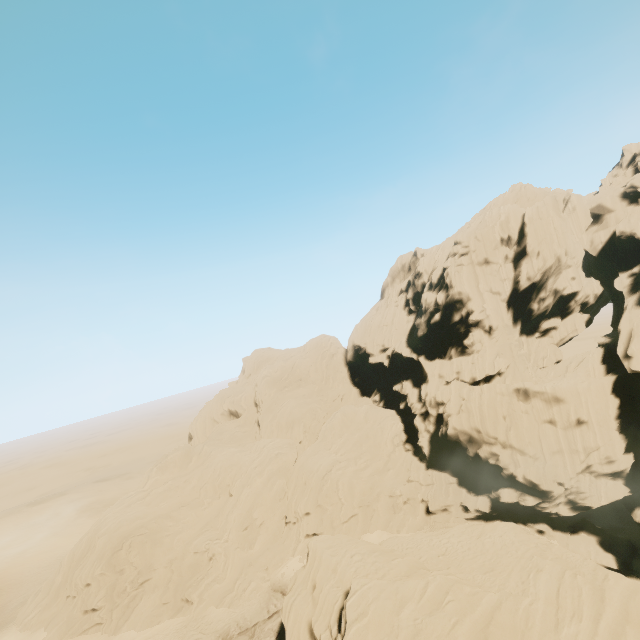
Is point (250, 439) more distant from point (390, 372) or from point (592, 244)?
point (592, 244)
